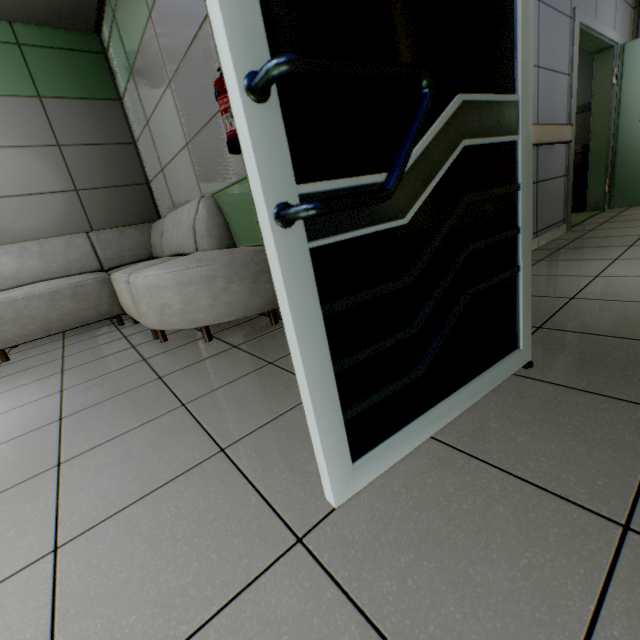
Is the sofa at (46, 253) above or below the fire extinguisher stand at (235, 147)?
below

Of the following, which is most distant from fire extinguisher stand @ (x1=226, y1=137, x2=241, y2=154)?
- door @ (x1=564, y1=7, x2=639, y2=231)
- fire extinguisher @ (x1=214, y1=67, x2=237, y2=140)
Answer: door @ (x1=564, y1=7, x2=639, y2=231)

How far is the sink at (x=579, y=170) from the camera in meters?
4.9

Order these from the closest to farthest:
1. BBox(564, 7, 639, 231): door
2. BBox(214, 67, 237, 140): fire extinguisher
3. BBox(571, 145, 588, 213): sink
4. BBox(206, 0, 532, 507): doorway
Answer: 1. BBox(206, 0, 532, 507): doorway
2. BBox(214, 67, 237, 140): fire extinguisher
3. BBox(564, 7, 639, 231): door
4. BBox(571, 145, 588, 213): sink

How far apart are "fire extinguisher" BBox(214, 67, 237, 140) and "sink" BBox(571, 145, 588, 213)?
5.39m

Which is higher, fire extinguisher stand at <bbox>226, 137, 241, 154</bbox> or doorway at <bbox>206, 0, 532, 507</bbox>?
fire extinguisher stand at <bbox>226, 137, 241, 154</bbox>

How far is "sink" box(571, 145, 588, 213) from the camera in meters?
4.9 m

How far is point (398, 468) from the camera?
0.9m
